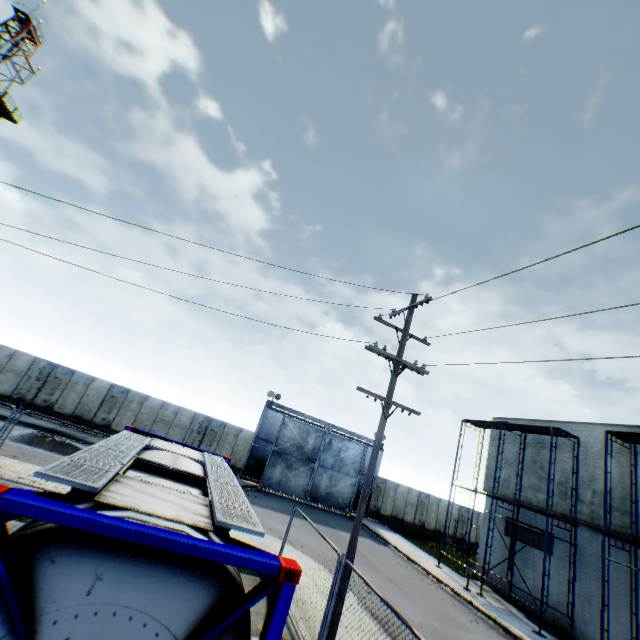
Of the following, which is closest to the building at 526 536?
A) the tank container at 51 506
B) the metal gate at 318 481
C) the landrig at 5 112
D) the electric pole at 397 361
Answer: the metal gate at 318 481

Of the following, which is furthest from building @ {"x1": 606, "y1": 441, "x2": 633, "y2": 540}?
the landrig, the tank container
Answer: the landrig

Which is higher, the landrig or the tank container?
the landrig

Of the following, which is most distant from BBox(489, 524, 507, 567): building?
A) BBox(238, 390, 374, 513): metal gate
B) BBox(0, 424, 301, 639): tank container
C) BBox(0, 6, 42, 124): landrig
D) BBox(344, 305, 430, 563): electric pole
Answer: BBox(0, 6, 42, 124): landrig

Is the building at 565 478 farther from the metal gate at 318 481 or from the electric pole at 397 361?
the electric pole at 397 361

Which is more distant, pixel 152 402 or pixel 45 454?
pixel 152 402

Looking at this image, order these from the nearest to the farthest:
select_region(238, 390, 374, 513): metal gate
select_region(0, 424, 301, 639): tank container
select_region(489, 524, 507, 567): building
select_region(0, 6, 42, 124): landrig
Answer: select_region(0, 424, 301, 639): tank container, select_region(489, 524, 507, 567): building, select_region(238, 390, 374, 513): metal gate, select_region(0, 6, 42, 124): landrig

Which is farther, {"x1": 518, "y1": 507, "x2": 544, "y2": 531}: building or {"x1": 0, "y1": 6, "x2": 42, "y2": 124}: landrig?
{"x1": 0, "y1": 6, "x2": 42, "y2": 124}: landrig
